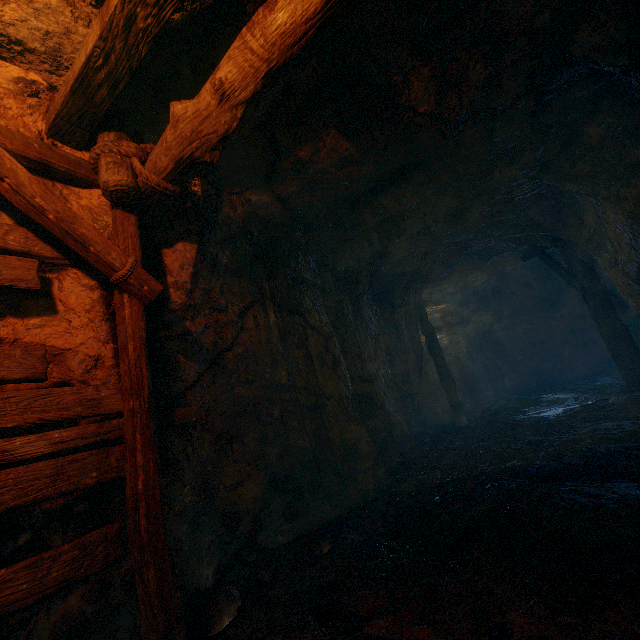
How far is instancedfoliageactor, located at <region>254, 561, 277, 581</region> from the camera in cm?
318

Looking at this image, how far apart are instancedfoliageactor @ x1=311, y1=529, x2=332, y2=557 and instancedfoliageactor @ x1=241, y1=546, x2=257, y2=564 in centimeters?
68cm

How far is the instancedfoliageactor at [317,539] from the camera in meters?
3.5 m

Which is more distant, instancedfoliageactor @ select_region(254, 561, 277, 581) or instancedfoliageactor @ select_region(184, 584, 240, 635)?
instancedfoliageactor @ select_region(254, 561, 277, 581)

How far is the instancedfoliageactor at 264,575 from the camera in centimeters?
318cm

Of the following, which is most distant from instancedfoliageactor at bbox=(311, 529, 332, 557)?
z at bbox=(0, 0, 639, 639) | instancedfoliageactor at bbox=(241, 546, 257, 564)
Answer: instancedfoliageactor at bbox=(241, 546, 257, 564)

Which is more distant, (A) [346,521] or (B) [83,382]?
(A) [346,521]

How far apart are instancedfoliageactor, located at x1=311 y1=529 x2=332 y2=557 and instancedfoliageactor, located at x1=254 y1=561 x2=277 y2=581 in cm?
43
